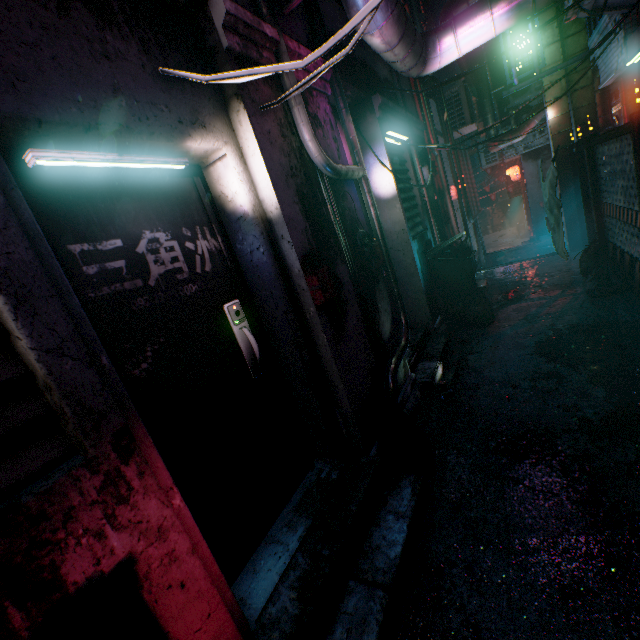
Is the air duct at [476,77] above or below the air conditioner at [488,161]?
above

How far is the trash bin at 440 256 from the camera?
4.2m

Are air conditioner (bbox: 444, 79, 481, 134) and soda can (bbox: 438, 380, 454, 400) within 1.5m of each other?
no

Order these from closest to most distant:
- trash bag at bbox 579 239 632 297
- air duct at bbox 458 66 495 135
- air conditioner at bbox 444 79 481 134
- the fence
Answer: the fence < trash bag at bbox 579 239 632 297 < air conditioner at bbox 444 79 481 134 < air duct at bbox 458 66 495 135

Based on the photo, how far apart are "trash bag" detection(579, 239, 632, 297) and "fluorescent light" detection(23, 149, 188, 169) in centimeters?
452cm

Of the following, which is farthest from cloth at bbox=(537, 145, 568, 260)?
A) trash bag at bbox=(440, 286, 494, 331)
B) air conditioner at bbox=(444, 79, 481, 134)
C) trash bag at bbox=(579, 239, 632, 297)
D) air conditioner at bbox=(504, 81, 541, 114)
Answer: air conditioner at bbox=(444, 79, 481, 134)

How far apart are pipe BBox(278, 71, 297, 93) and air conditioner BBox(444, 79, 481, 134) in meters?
6.1

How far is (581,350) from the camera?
3.0m
